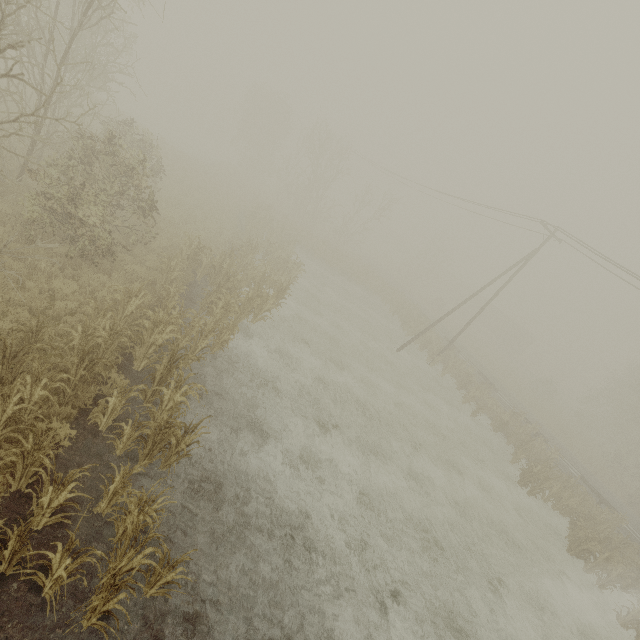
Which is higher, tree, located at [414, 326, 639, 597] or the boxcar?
the boxcar

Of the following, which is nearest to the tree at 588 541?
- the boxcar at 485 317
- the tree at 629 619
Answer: the tree at 629 619

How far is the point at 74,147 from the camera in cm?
937

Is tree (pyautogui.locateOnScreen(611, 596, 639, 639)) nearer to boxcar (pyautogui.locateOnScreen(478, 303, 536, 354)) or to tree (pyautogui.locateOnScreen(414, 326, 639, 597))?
tree (pyautogui.locateOnScreen(414, 326, 639, 597))

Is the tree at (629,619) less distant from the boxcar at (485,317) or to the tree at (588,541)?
the tree at (588,541)

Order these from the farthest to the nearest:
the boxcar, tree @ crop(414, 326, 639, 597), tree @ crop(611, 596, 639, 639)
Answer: the boxcar
tree @ crop(414, 326, 639, 597)
tree @ crop(611, 596, 639, 639)

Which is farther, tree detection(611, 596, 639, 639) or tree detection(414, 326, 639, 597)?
tree detection(414, 326, 639, 597)
